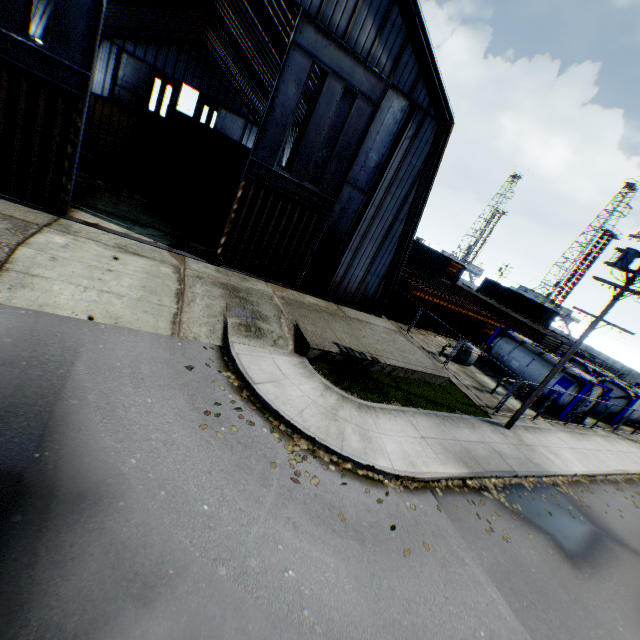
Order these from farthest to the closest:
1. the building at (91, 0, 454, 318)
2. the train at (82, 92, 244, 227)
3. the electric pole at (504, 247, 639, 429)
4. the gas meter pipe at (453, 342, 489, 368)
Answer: the gas meter pipe at (453, 342, 489, 368) → the train at (82, 92, 244, 227) → the building at (91, 0, 454, 318) → the electric pole at (504, 247, 639, 429)

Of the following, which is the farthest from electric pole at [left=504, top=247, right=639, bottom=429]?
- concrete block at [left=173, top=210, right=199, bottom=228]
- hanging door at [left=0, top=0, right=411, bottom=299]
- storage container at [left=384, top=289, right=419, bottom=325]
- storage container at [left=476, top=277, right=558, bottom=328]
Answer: storage container at [left=476, top=277, right=558, bottom=328]

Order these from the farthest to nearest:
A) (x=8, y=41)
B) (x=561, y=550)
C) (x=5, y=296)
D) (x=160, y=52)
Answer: (x=160, y=52) → (x=8, y=41) → (x=561, y=550) → (x=5, y=296)

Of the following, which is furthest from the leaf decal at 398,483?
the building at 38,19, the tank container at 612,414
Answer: the tank container at 612,414

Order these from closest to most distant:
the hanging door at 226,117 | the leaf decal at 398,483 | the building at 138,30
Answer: the leaf decal at 398,483 < the building at 138,30 < the hanging door at 226,117

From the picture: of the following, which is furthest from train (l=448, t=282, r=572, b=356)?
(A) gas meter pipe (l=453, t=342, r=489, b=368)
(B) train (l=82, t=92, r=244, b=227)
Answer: (B) train (l=82, t=92, r=244, b=227)

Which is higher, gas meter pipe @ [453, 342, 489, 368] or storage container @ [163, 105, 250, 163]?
storage container @ [163, 105, 250, 163]

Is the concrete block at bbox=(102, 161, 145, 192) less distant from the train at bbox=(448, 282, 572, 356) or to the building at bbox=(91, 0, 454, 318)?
the building at bbox=(91, 0, 454, 318)
